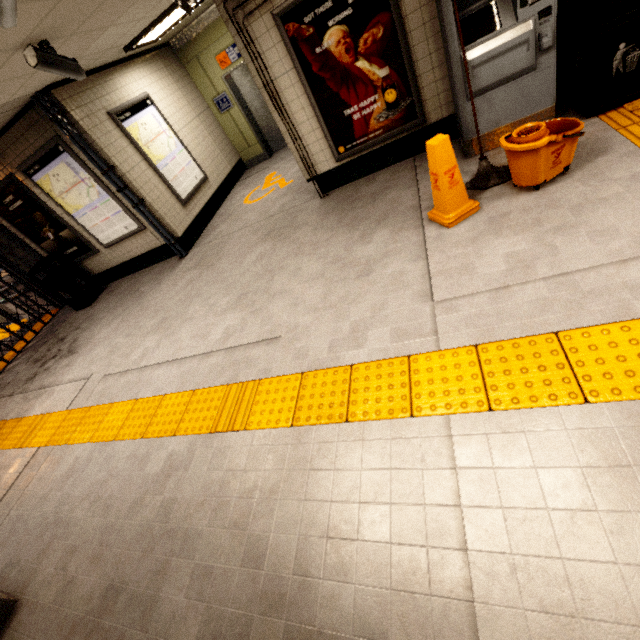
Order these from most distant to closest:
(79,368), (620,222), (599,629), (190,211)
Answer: (190,211) < (79,368) < (620,222) < (599,629)

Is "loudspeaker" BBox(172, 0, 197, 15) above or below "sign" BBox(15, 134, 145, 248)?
above

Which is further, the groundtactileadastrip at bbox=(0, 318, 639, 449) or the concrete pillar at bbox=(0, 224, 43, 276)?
the concrete pillar at bbox=(0, 224, 43, 276)

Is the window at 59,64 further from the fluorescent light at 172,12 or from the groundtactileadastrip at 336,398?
the groundtactileadastrip at 336,398

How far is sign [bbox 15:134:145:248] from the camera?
5.3 meters

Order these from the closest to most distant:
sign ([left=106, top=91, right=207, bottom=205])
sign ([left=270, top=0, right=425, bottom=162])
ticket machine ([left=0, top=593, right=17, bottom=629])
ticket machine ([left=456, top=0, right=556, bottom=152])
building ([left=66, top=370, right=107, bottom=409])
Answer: ticket machine ([left=0, top=593, right=17, bottom=629]), ticket machine ([left=456, top=0, right=556, bottom=152]), sign ([left=270, top=0, right=425, bottom=162]), building ([left=66, top=370, right=107, bottom=409]), sign ([left=106, top=91, right=207, bottom=205])

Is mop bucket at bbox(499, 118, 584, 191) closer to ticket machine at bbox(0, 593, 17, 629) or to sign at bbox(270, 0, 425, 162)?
sign at bbox(270, 0, 425, 162)

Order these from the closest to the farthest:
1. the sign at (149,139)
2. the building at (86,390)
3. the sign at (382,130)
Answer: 1. the sign at (382,130)
2. the building at (86,390)
3. the sign at (149,139)
